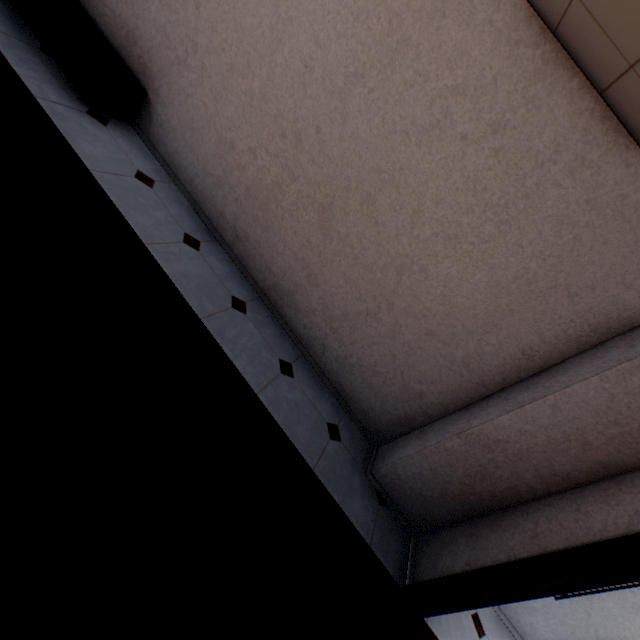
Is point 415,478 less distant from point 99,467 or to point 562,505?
point 562,505

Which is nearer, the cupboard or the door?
the door

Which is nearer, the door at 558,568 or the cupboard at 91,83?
the door at 558,568
